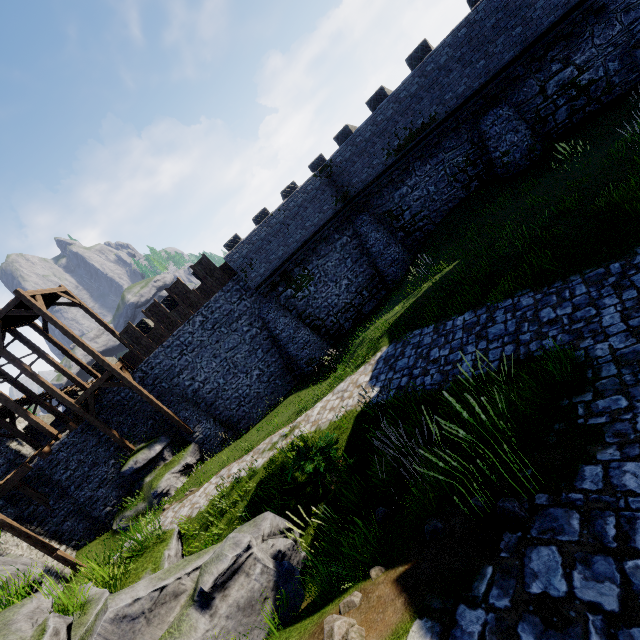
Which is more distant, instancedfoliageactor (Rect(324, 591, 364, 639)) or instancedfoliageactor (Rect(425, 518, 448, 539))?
instancedfoliageactor (Rect(425, 518, 448, 539))

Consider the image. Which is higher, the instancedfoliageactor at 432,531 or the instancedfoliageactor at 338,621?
the instancedfoliageactor at 338,621

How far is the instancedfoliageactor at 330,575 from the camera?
3.91m

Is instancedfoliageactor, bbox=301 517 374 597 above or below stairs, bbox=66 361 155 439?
below

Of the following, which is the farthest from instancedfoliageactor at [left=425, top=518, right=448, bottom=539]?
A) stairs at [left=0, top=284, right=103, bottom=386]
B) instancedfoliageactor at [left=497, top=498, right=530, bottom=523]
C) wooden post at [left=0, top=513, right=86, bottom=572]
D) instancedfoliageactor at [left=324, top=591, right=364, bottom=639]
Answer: wooden post at [left=0, top=513, right=86, bottom=572]

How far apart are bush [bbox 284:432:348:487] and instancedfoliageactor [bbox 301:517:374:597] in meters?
A: 2.6 m

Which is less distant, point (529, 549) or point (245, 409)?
point (529, 549)

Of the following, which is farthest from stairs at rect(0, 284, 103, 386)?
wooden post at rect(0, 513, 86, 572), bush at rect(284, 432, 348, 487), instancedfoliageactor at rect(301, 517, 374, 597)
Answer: instancedfoliageactor at rect(301, 517, 374, 597)
